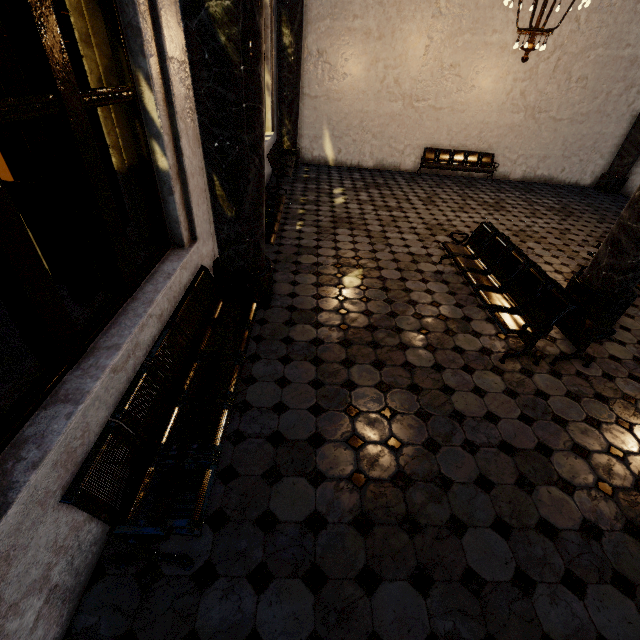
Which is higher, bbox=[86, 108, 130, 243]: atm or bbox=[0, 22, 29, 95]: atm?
bbox=[0, 22, 29, 95]: atm

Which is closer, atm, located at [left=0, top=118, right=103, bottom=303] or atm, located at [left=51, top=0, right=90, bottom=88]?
atm, located at [left=51, top=0, right=90, bottom=88]

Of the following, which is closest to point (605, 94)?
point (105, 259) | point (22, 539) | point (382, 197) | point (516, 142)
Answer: point (516, 142)

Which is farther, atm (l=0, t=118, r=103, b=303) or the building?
atm (l=0, t=118, r=103, b=303)

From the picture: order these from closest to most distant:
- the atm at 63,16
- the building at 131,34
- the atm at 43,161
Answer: the building at 131,34
the atm at 63,16
the atm at 43,161

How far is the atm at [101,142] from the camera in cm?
Result: 296
